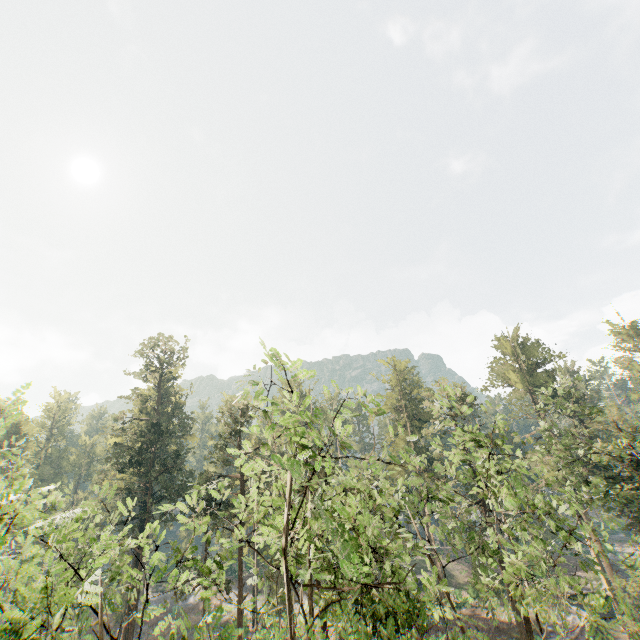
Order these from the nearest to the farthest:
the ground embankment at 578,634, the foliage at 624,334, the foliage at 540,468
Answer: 1. the foliage at 540,468
2. the ground embankment at 578,634
3. the foliage at 624,334

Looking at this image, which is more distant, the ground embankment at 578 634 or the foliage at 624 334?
the foliage at 624 334

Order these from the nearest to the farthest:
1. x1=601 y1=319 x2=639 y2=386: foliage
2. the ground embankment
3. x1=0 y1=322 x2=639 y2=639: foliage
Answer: x1=0 y1=322 x2=639 y2=639: foliage < the ground embankment < x1=601 y1=319 x2=639 y2=386: foliage

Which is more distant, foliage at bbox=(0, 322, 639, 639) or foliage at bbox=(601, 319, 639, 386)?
foliage at bbox=(601, 319, 639, 386)

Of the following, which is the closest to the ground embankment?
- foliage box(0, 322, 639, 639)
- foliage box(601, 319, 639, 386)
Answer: foliage box(0, 322, 639, 639)

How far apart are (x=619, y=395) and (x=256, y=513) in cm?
6237
